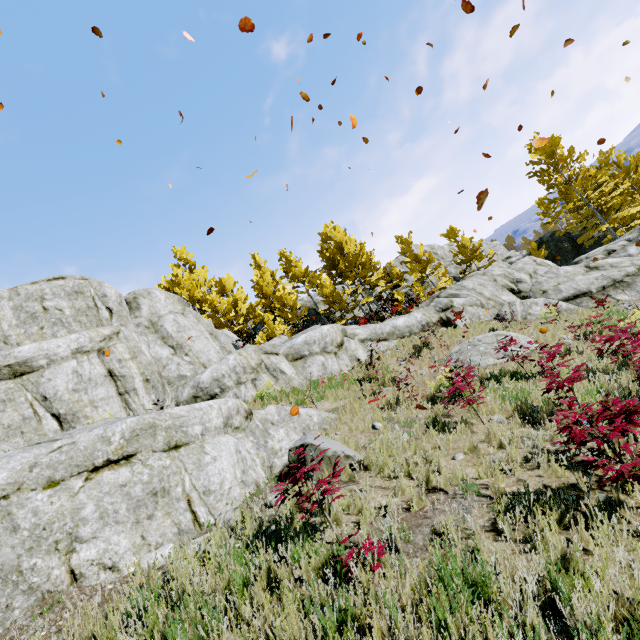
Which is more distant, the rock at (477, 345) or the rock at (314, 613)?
the rock at (477, 345)

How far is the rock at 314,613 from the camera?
2.7 meters

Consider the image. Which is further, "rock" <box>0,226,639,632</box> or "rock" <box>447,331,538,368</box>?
"rock" <box>447,331,538,368</box>

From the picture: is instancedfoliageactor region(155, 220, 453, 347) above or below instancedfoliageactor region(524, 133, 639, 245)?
above

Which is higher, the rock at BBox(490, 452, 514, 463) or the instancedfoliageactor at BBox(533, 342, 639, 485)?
the rock at BBox(490, 452, 514, 463)

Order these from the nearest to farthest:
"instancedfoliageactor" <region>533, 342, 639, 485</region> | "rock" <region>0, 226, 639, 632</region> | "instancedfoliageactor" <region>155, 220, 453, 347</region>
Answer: "instancedfoliageactor" <region>533, 342, 639, 485</region>
"rock" <region>0, 226, 639, 632</region>
"instancedfoliageactor" <region>155, 220, 453, 347</region>

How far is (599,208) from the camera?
25.2 meters
